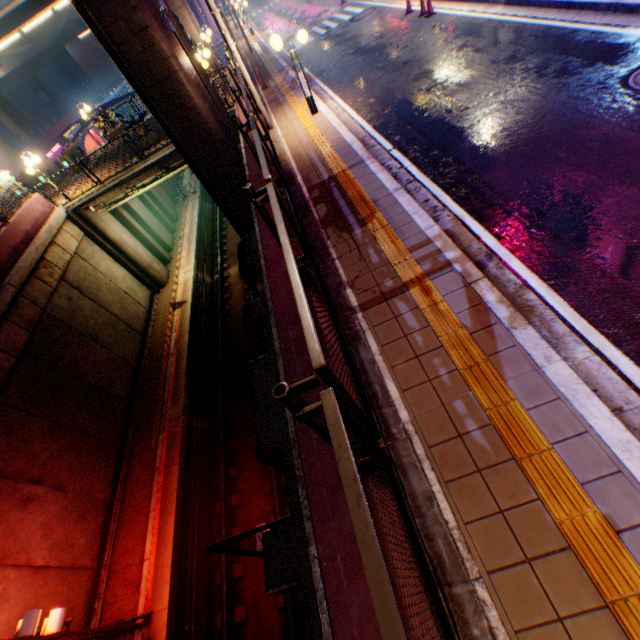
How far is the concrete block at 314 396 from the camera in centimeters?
293cm

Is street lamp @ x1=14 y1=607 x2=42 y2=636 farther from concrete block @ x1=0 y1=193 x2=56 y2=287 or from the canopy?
the canopy

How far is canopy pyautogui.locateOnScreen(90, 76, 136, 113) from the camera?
29.9m

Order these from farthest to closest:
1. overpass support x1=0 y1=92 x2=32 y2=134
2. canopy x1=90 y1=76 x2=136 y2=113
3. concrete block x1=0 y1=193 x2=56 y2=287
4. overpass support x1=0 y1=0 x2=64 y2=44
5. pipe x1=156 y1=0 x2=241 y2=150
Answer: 1. overpass support x1=0 y1=92 x2=32 y2=134
2. canopy x1=90 y1=76 x2=136 y2=113
3. overpass support x1=0 y1=0 x2=64 y2=44
4. concrete block x1=0 y1=193 x2=56 y2=287
5. pipe x1=156 y1=0 x2=241 y2=150

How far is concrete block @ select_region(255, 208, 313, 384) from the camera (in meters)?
3.22

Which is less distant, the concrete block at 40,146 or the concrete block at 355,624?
the concrete block at 355,624

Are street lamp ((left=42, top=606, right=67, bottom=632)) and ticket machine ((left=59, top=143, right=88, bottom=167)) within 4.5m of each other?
no

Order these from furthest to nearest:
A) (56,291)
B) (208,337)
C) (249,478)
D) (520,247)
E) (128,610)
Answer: (208,337) < (56,291) < (249,478) < (128,610) < (520,247)
